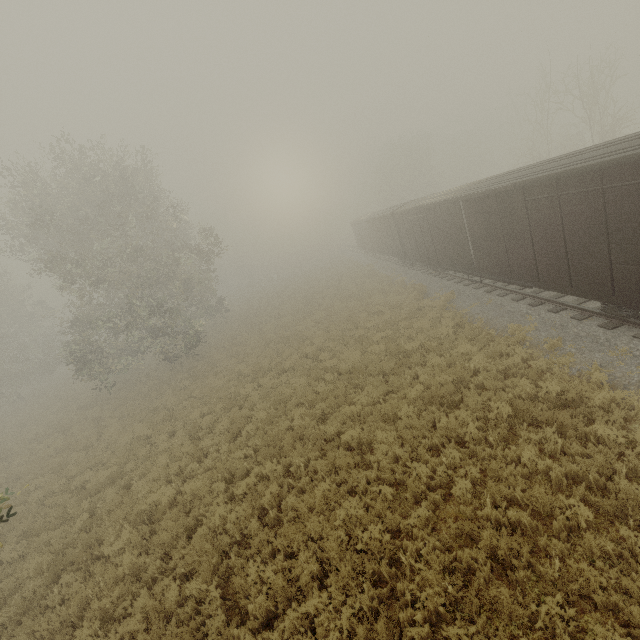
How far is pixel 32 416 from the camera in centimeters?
2595cm

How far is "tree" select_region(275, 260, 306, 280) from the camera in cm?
5578

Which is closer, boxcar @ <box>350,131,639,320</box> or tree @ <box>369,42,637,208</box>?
boxcar @ <box>350,131,639,320</box>

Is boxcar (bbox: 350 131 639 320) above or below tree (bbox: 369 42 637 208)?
below

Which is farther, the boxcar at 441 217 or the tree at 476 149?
the tree at 476 149

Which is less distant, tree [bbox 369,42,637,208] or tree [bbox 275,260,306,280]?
tree [bbox 369,42,637,208]

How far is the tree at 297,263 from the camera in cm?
5578
